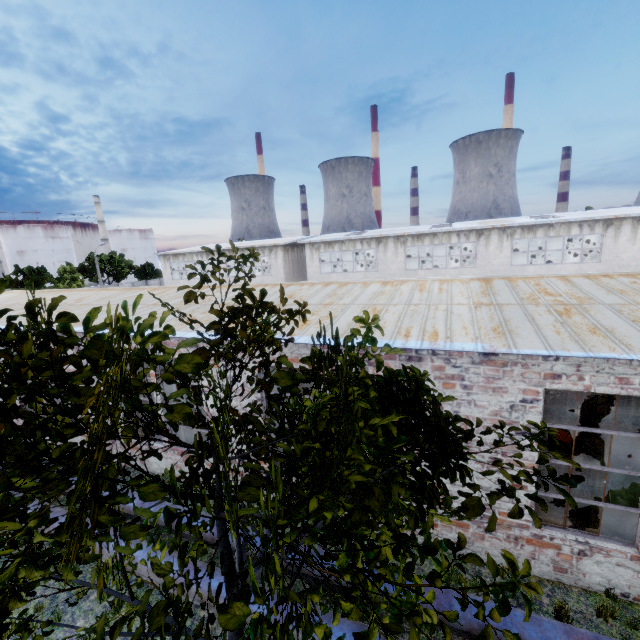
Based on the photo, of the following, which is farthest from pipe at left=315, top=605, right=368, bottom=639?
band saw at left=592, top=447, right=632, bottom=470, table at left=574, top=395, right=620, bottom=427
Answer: table at left=574, top=395, right=620, bottom=427

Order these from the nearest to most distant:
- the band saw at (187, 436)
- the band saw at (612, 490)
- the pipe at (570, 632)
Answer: the pipe at (570, 632) < the band saw at (612, 490) < the band saw at (187, 436)

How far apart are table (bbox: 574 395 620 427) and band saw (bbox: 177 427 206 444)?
12.84m

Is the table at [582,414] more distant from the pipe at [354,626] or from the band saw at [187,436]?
the band saw at [187,436]

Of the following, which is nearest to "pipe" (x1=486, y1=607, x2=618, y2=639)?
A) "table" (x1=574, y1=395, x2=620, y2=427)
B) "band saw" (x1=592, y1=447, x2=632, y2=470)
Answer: "band saw" (x1=592, y1=447, x2=632, y2=470)

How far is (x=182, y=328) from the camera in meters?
9.5

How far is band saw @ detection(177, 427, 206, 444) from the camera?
11.1 meters

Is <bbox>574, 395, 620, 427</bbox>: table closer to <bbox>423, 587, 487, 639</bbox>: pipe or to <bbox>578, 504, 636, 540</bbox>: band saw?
<bbox>578, 504, 636, 540</bbox>: band saw
